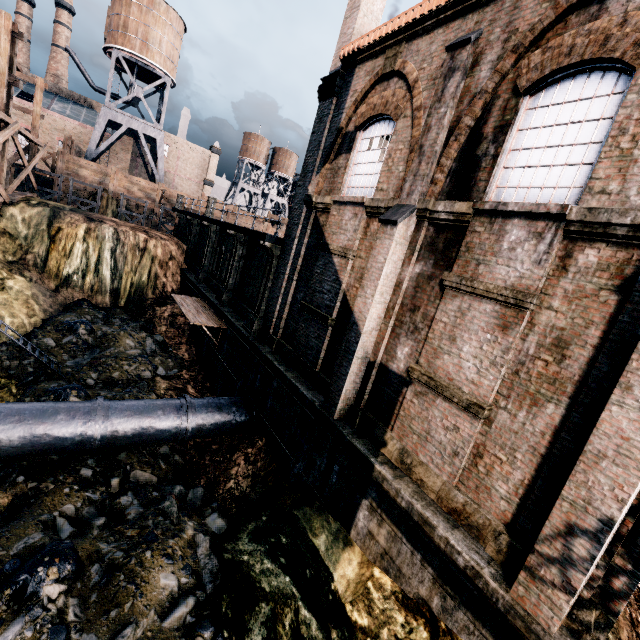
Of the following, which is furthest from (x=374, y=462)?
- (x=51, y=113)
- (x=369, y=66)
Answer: (x=51, y=113)

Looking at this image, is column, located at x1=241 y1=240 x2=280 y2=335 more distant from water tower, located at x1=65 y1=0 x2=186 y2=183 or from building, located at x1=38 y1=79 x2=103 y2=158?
building, located at x1=38 y1=79 x2=103 y2=158

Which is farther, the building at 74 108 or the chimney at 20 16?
the chimney at 20 16

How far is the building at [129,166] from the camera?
49.8m

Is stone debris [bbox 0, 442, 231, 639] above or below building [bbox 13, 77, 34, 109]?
below

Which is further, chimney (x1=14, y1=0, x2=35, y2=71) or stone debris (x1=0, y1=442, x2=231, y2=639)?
chimney (x1=14, y1=0, x2=35, y2=71)

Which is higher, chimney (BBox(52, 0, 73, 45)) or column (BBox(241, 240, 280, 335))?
chimney (BBox(52, 0, 73, 45))

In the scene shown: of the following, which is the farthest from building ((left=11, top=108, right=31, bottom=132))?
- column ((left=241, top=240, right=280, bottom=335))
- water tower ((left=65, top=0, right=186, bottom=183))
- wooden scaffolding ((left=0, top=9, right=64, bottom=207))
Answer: column ((left=241, top=240, right=280, bottom=335))
